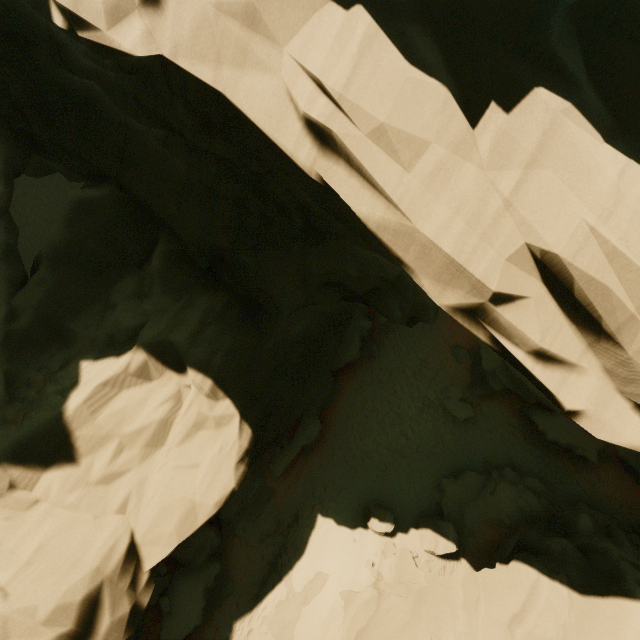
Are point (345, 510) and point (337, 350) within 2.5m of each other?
no

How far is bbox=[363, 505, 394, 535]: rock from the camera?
14.4 meters

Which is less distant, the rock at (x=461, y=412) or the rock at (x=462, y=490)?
the rock at (x=462, y=490)

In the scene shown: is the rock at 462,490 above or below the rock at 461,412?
above

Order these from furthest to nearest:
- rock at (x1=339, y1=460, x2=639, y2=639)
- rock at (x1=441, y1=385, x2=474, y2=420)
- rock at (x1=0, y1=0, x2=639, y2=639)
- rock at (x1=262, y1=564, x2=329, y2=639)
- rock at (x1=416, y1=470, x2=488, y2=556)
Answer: rock at (x1=441, y1=385, x2=474, y2=420) → rock at (x1=416, y1=470, x2=488, y2=556) → rock at (x1=262, y1=564, x2=329, y2=639) → rock at (x1=339, y1=460, x2=639, y2=639) → rock at (x1=0, y1=0, x2=639, y2=639)

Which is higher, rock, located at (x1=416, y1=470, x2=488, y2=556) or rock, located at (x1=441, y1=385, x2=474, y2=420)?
rock, located at (x1=416, y1=470, x2=488, y2=556)
